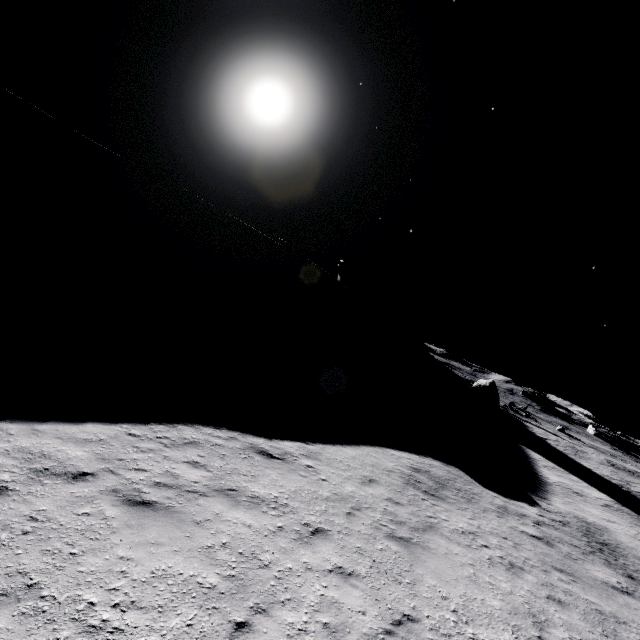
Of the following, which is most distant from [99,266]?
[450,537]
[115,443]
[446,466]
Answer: [450,537]

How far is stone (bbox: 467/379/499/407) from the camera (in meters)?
49.66

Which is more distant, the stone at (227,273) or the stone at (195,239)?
the stone at (227,273)

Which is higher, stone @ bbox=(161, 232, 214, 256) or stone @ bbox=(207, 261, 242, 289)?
stone @ bbox=(161, 232, 214, 256)

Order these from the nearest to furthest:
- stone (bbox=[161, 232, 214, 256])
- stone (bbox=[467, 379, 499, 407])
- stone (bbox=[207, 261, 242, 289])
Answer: stone (bbox=[467, 379, 499, 407]), stone (bbox=[161, 232, 214, 256]), stone (bbox=[207, 261, 242, 289])

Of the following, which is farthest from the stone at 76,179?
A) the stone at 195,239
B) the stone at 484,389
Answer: the stone at 484,389

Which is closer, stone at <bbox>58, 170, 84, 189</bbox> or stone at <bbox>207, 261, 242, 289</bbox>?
stone at <bbox>58, 170, 84, 189</bbox>

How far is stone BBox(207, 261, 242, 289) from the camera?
51.47m
